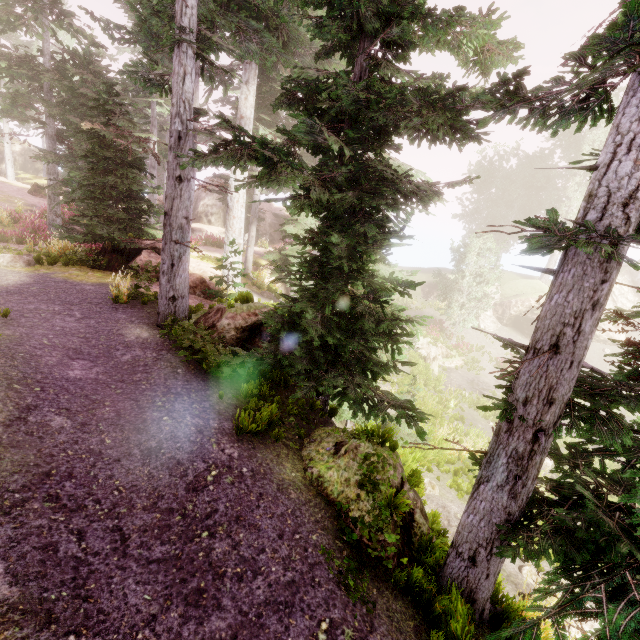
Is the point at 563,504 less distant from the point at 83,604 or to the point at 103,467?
the point at 83,604

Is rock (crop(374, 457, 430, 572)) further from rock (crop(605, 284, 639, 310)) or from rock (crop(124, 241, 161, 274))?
rock (crop(605, 284, 639, 310))

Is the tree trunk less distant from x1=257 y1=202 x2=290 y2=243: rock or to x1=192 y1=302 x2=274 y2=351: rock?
x1=192 y1=302 x2=274 y2=351: rock

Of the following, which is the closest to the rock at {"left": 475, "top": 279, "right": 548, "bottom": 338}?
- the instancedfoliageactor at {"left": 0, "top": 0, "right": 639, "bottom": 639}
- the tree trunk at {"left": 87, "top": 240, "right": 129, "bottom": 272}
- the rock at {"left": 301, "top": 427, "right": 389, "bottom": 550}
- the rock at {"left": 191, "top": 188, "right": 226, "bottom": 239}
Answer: the instancedfoliageactor at {"left": 0, "top": 0, "right": 639, "bottom": 639}

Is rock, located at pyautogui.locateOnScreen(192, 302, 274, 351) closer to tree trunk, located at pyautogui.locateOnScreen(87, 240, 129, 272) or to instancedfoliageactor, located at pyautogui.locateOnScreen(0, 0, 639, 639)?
instancedfoliageactor, located at pyautogui.locateOnScreen(0, 0, 639, 639)

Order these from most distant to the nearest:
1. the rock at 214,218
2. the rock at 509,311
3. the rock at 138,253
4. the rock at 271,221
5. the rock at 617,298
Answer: the rock at 271,221 < the rock at 214,218 < the rock at 617,298 < the rock at 509,311 < the rock at 138,253

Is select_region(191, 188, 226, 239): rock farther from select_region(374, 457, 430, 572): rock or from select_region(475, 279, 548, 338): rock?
select_region(374, 457, 430, 572): rock

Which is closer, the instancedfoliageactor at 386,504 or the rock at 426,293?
the instancedfoliageactor at 386,504
